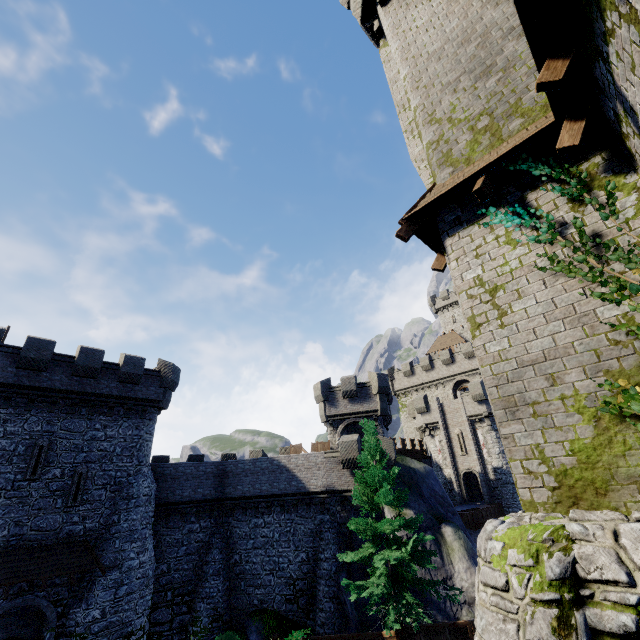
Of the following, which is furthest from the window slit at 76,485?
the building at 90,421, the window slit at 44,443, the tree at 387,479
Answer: the tree at 387,479

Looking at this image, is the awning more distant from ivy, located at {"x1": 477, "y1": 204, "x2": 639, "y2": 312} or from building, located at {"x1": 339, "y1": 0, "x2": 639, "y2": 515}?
ivy, located at {"x1": 477, "y1": 204, "x2": 639, "y2": 312}

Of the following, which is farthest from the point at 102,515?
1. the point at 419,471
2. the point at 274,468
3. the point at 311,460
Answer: the point at 419,471

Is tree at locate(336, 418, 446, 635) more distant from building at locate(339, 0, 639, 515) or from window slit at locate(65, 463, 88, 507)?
window slit at locate(65, 463, 88, 507)

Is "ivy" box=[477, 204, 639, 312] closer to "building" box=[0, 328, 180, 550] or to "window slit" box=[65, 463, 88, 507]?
"building" box=[0, 328, 180, 550]

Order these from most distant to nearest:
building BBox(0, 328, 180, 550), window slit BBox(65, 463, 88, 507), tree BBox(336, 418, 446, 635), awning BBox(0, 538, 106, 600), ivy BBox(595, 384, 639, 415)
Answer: window slit BBox(65, 463, 88, 507), building BBox(0, 328, 180, 550), awning BBox(0, 538, 106, 600), tree BBox(336, 418, 446, 635), ivy BBox(595, 384, 639, 415)

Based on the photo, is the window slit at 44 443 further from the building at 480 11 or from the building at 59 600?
the building at 480 11

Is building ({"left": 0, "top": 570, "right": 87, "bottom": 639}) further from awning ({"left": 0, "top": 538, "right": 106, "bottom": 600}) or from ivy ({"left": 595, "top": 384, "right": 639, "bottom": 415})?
ivy ({"left": 595, "top": 384, "right": 639, "bottom": 415})
